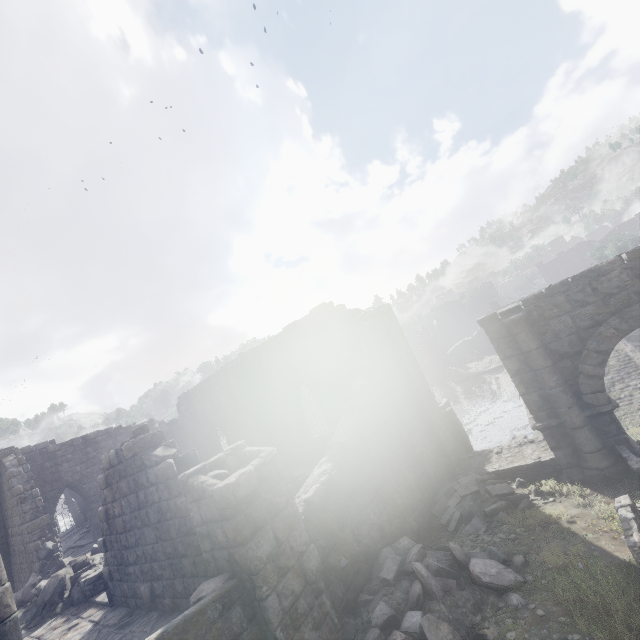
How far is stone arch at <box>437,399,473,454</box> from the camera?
14.7 meters

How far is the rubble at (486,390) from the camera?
33.6m

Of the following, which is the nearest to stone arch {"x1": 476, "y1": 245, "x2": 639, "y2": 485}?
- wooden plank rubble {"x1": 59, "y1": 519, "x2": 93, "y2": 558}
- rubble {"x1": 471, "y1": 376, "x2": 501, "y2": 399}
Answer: rubble {"x1": 471, "y1": 376, "x2": 501, "y2": 399}

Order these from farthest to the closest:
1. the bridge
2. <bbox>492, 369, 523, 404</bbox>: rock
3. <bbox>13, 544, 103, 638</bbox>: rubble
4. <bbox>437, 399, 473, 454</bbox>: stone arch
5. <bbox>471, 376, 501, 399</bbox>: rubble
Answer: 1. <bbox>471, 376, 501, 399</bbox>: rubble
2. <bbox>492, 369, 523, 404</bbox>: rock
3. the bridge
4. <bbox>437, 399, 473, 454</bbox>: stone arch
5. <bbox>13, 544, 103, 638</bbox>: rubble

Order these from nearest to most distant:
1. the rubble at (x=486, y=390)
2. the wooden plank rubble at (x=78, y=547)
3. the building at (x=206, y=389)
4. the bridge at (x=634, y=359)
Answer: the building at (x=206, y=389) → the bridge at (x=634, y=359) → the wooden plank rubble at (x=78, y=547) → the rubble at (x=486, y=390)

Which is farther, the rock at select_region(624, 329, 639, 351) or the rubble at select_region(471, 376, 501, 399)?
the rubble at select_region(471, 376, 501, 399)

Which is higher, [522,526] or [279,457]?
[279,457]

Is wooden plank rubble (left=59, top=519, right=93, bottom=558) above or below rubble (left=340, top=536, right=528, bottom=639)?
above
